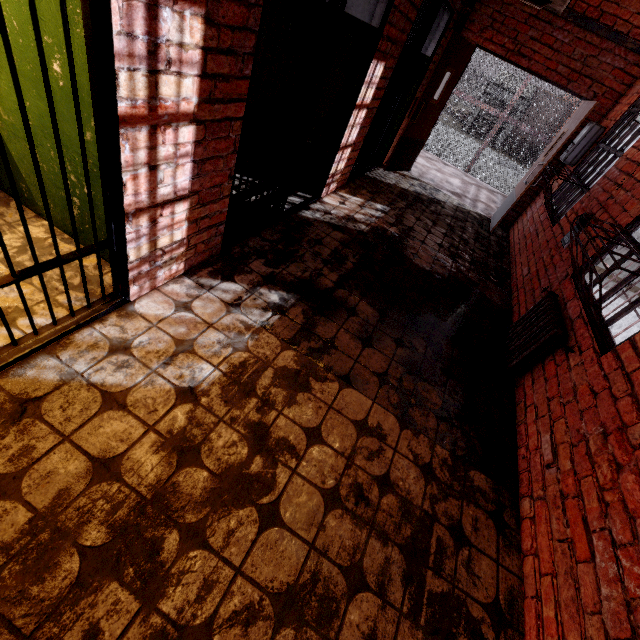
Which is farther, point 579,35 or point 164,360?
point 579,35

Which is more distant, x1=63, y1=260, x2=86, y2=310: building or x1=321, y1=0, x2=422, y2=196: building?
x1=321, y1=0, x2=422, y2=196: building

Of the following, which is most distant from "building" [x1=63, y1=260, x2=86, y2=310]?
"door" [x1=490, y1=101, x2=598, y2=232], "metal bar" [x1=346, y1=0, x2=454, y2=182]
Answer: "door" [x1=490, y1=101, x2=598, y2=232]

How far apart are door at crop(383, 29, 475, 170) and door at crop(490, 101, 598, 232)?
1.98m

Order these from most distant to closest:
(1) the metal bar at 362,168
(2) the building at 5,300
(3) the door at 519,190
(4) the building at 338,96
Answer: (3) the door at 519,190 < (1) the metal bar at 362,168 < (4) the building at 338,96 < (2) the building at 5,300

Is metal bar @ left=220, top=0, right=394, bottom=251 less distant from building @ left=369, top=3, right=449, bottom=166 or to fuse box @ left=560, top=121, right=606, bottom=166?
building @ left=369, top=3, right=449, bottom=166

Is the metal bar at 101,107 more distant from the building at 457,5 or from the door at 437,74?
the door at 437,74

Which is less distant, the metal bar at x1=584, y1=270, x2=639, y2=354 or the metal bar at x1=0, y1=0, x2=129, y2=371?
the metal bar at x1=0, y1=0, x2=129, y2=371
